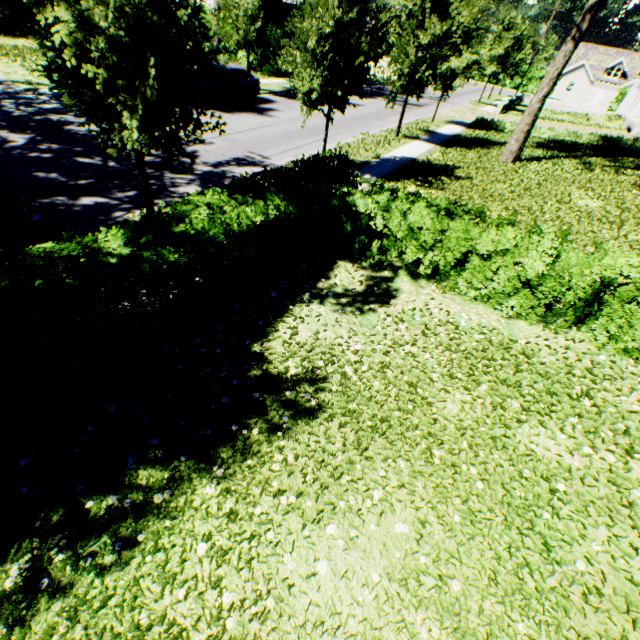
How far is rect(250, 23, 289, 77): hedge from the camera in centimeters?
2510cm

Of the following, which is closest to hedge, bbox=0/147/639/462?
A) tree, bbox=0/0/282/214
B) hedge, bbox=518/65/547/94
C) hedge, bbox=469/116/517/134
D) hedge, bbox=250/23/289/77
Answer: tree, bbox=0/0/282/214

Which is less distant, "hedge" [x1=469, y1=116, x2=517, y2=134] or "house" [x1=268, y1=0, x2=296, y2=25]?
"hedge" [x1=469, y1=116, x2=517, y2=134]

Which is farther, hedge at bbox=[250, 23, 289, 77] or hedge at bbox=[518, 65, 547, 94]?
hedge at bbox=[518, 65, 547, 94]

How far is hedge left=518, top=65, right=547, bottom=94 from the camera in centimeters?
5231cm

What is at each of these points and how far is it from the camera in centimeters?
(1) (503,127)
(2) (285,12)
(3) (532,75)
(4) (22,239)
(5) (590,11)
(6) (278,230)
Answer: (1) hedge, 2273cm
(2) house, 4259cm
(3) hedge, 5278cm
(4) car, 576cm
(5) tree, 1219cm
(6) hedge, 630cm

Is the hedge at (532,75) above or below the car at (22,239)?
above

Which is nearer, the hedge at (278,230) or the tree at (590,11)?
the hedge at (278,230)
